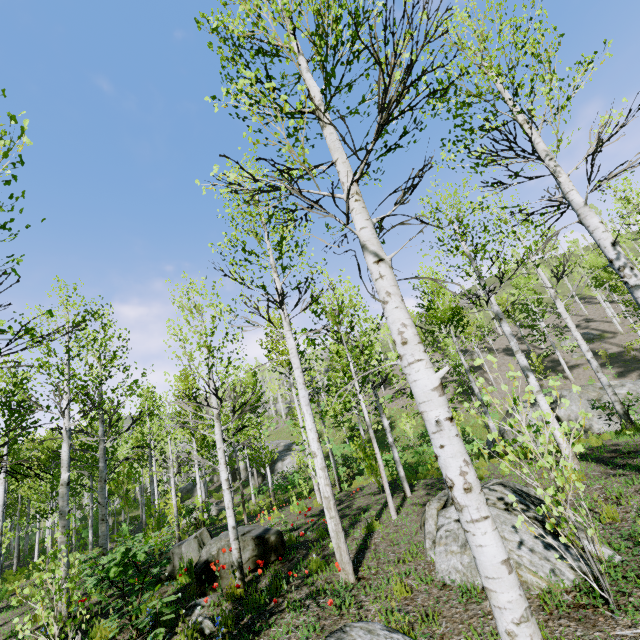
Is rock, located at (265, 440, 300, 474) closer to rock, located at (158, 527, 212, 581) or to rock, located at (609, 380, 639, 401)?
rock, located at (609, 380, 639, 401)

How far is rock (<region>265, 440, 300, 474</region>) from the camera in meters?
32.8

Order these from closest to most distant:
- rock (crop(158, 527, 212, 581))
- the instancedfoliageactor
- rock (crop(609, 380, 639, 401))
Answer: the instancedfoliageactor
rock (crop(158, 527, 212, 581))
rock (crop(609, 380, 639, 401))

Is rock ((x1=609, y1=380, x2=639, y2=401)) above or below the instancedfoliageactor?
below

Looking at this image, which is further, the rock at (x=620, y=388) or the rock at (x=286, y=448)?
the rock at (x=286, y=448)

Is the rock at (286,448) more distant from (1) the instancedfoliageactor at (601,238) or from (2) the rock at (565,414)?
(2) the rock at (565,414)

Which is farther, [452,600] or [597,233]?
[597,233]

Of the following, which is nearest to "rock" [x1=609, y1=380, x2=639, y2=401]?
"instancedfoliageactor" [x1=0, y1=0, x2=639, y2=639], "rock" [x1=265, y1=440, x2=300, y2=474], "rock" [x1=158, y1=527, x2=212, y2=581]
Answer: "instancedfoliageactor" [x1=0, y1=0, x2=639, y2=639]
